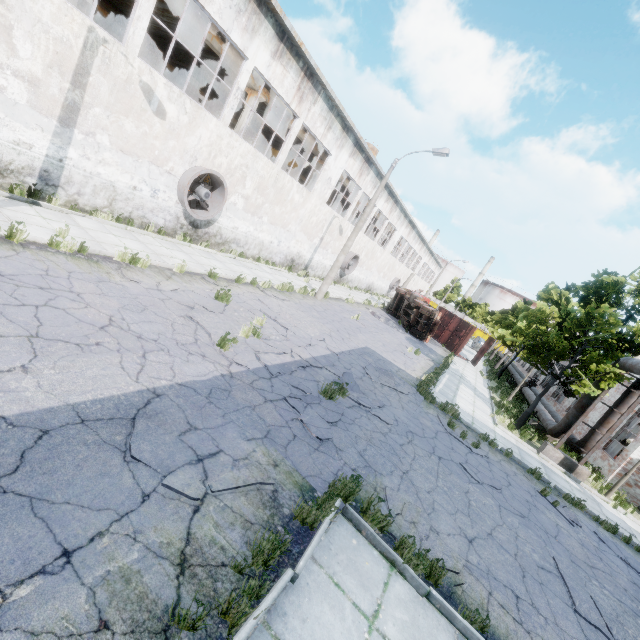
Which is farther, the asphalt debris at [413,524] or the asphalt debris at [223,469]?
the asphalt debris at [413,524]

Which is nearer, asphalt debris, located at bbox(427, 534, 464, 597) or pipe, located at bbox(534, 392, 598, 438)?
asphalt debris, located at bbox(427, 534, 464, 597)

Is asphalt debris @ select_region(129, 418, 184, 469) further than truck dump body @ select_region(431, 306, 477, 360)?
No

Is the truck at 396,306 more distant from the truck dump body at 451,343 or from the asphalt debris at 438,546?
the asphalt debris at 438,546

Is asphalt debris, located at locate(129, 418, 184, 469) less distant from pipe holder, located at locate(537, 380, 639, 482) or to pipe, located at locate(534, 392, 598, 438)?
pipe, located at locate(534, 392, 598, 438)

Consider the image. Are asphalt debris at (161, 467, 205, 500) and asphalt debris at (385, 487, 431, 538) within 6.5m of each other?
yes

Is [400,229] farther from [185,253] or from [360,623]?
[360,623]

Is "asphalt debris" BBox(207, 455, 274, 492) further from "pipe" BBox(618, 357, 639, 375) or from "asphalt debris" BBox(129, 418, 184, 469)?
"pipe" BBox(618, 357, 639, 375)
